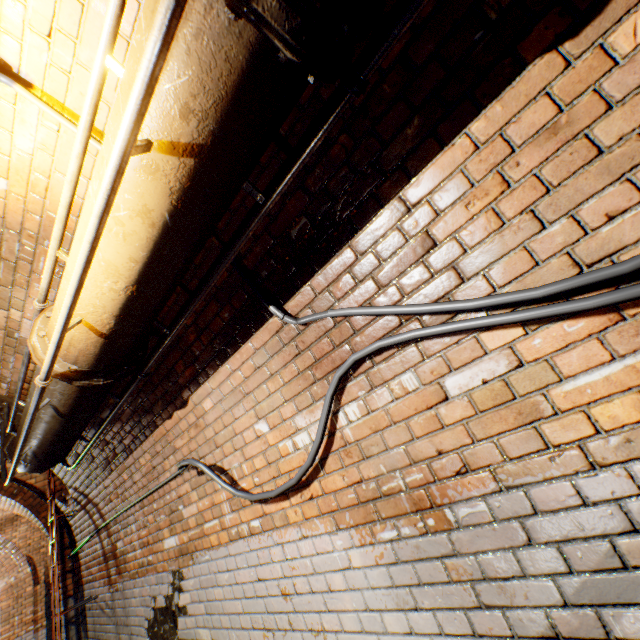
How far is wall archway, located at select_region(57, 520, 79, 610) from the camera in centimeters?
546cm

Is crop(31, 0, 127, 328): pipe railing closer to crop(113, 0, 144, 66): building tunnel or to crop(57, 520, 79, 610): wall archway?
crop(113, 0, 144, 66): building tunnel

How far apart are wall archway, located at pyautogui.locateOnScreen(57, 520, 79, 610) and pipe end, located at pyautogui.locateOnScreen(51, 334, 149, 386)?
6.12m

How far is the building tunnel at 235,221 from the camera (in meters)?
1.68

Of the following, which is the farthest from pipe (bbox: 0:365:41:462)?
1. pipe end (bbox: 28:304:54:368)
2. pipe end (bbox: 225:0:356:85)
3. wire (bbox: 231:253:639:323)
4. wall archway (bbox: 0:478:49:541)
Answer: wall archway (bbox: 0:478:49:541)

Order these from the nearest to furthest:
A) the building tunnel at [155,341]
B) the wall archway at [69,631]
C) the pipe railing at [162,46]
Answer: the pipe railing at [162,46] < the building tunnel at [155,341] < the wall archway at [69,631]

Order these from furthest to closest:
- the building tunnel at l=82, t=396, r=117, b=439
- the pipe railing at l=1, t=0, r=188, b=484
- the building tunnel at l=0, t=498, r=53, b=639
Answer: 1. the building tunnel at l=0, t=498, r=53, b=639
2. the building tunnel at l=82, t=396, r=117, b=439
3. the pipe railing at l=1, t=0, r=188, b=484

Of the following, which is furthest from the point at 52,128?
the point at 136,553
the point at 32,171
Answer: the point at 136,553
